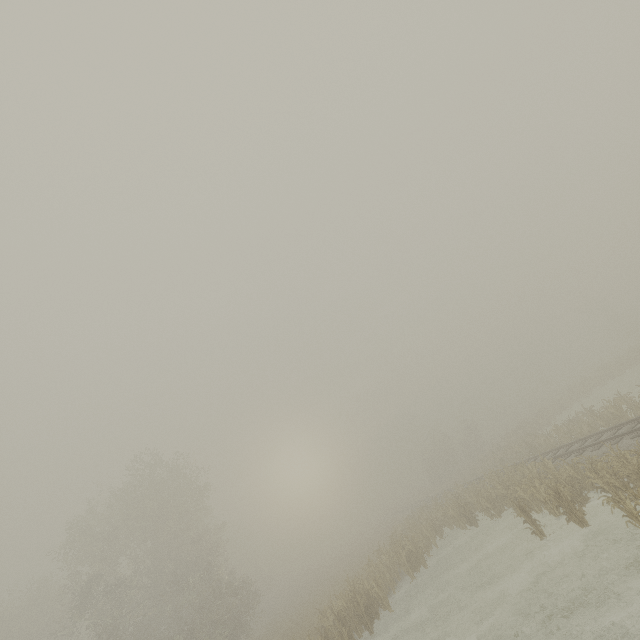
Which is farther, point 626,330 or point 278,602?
point 626,330
